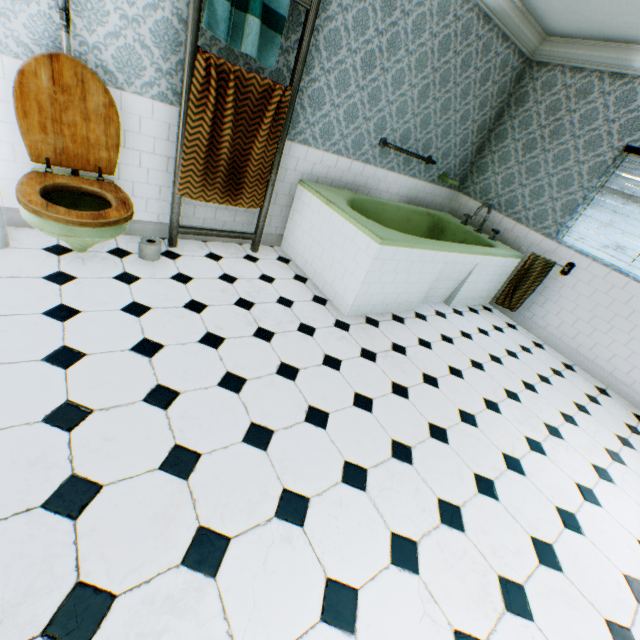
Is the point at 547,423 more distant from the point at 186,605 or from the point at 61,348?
the point at 61,348

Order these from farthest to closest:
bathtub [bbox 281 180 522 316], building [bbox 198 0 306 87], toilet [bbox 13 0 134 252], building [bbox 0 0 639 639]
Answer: bathtub [bbox 281 180 522 316] < building [bbox 198 0 306 87] < toilet [bbox 13 0 134 252] < building [bbox 0 0 639 639]

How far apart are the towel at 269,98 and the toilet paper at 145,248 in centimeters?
48cm

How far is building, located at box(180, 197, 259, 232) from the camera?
3.2 meters

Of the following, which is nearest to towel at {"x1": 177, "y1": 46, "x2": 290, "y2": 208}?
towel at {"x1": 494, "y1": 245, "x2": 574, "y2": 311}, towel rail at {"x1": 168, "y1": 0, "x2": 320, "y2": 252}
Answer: towel rail at {"x1": 168, "y1": 0, "x2": 320, "y2": 252}

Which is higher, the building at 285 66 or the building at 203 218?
the building at 285 66

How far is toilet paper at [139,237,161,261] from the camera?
2.74m

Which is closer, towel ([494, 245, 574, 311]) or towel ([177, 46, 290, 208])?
towel ([177, 46, 290, 208])
